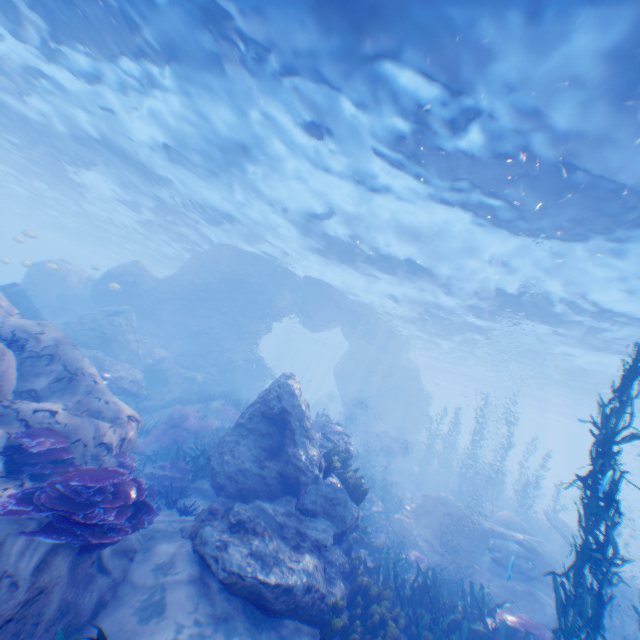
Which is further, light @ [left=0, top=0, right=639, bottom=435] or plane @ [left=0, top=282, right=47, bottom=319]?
plane @ [left=0, top=282, right=47, bottom=319]

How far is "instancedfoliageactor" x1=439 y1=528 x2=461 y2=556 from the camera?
12.0 meters

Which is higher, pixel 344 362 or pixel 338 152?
pixel 338 152

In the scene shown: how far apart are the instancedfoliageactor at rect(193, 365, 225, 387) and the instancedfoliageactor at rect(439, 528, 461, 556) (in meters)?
15.73

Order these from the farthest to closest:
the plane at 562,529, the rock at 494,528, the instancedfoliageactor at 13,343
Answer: the plane at 562,529, the rock at 494,528, the instancedfoliageactor at 13,343

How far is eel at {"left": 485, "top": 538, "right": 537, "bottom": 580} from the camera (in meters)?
10.99

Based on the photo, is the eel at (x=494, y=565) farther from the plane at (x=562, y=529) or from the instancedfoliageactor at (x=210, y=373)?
the instancedfoliageactor at (x=210, y=373)

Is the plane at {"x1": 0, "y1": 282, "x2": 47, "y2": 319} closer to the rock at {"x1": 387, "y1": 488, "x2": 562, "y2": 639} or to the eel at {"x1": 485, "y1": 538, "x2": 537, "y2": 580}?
the rock at {"x1": 387, "y1": 488, "x2": 562, "y2": 639}
